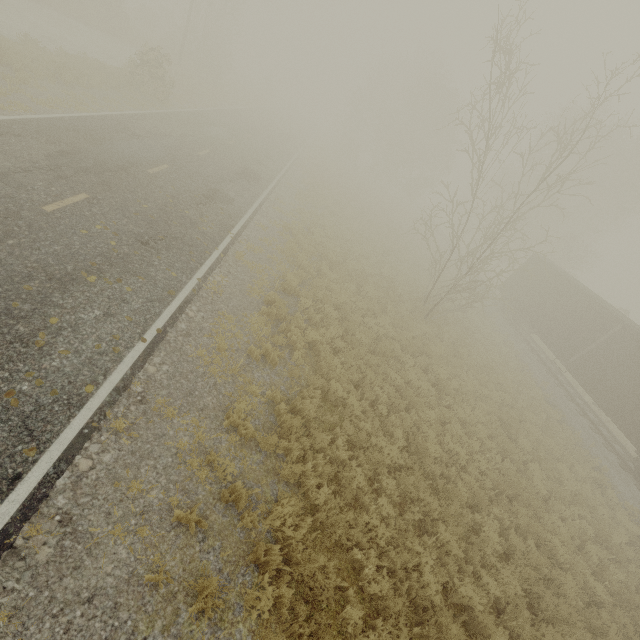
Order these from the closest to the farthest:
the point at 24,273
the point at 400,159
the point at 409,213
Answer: the point at 24,273
the point at 400,159
the point at 409,213
